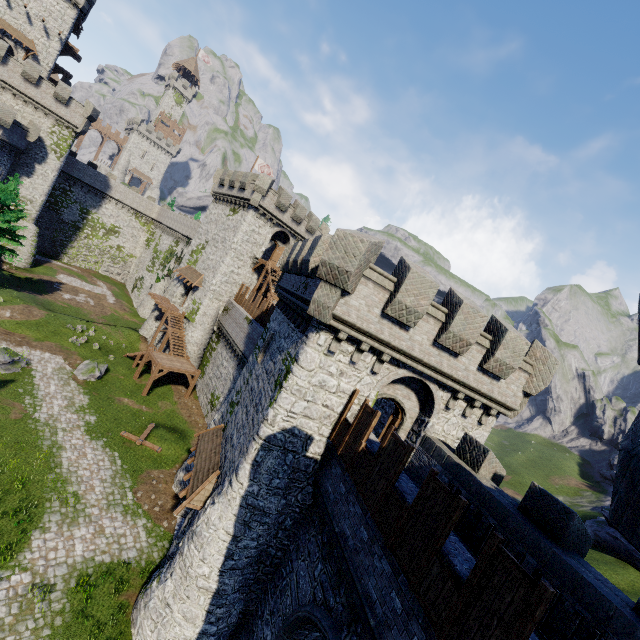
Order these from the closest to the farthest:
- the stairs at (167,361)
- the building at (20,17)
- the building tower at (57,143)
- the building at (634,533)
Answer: the building at (634,533) < the stairs at (167,361) < the building tower at (57,143) < the building at (20,17)

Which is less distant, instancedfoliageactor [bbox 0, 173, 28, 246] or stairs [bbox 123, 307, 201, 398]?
stairs [bbox 123, 307, 201, 398]

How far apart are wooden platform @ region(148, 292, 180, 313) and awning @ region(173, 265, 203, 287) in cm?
309

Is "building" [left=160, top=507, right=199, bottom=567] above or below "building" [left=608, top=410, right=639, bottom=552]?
below

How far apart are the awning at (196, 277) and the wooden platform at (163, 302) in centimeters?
309cm

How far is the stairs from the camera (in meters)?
28.16

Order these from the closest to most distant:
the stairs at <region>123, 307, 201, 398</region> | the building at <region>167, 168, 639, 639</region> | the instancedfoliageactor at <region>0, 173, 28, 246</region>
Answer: the building at <region>167, 168, 639, 639</region> → the stairs at <region>123, 307, 201, 398</region> → the instancedfoliageactor at <region>0, 173, 28, 246</region>

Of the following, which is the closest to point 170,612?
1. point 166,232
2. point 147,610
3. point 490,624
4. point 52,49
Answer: point 147,610
